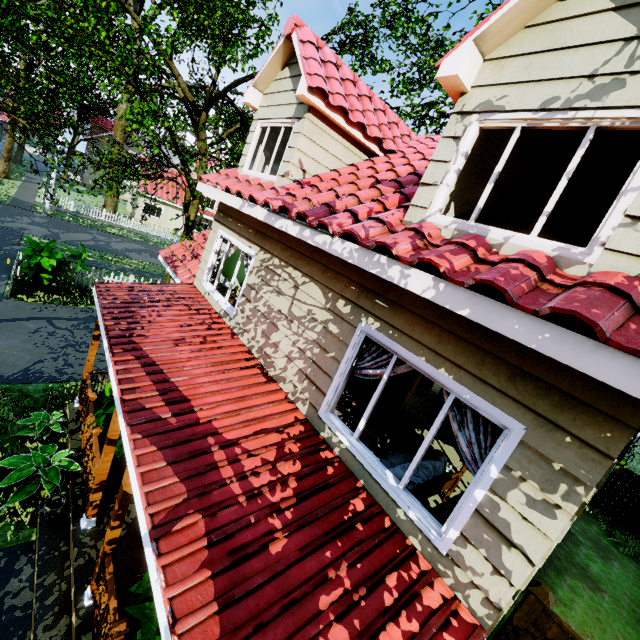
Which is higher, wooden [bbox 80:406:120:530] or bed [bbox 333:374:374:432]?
bed [bbox 333:374:374:432]

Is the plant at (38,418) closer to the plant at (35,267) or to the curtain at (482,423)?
the plant at (35,267)

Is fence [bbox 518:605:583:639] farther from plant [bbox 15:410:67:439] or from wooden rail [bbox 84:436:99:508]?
plant [bbox 15:410:67:439]

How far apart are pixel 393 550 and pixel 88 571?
4.8 meters

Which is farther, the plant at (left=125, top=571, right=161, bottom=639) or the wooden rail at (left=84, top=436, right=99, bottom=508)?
the wooden rail at (left=84, top=436, right=99, bottom=508)

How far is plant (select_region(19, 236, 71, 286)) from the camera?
11.4 meters

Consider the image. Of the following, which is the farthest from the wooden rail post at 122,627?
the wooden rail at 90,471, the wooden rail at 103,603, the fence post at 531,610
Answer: the fence post at 531,610

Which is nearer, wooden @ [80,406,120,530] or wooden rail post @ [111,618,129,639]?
wooden rail post @ [111,618,129,639]
